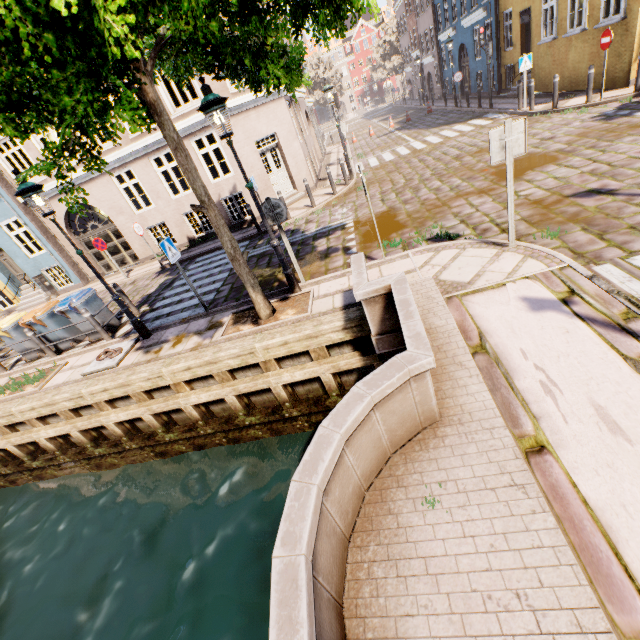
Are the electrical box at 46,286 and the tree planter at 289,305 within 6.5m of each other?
no

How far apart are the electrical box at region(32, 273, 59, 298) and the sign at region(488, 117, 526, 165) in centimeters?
1959cm

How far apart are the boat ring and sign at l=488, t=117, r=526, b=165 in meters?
8.2 m

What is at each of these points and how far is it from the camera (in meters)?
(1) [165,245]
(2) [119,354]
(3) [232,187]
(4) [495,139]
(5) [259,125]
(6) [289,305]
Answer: (1) sign, 6.87
(2) boat ring, 7.49
(3) building, 13.64
(4) sign, 4.71
(5) building, 13.24
(6) tree planter, 6.64

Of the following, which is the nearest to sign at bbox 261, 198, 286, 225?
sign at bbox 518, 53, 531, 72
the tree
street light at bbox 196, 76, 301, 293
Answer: street light at bbox 196, 76, 301, 293

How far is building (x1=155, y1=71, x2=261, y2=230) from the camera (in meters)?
12.07

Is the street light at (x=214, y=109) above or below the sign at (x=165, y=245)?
above

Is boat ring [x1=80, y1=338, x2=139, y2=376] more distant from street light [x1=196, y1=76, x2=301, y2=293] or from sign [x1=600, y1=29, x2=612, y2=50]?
sign [x1=600, y1=29, x2=612, y2=50]
